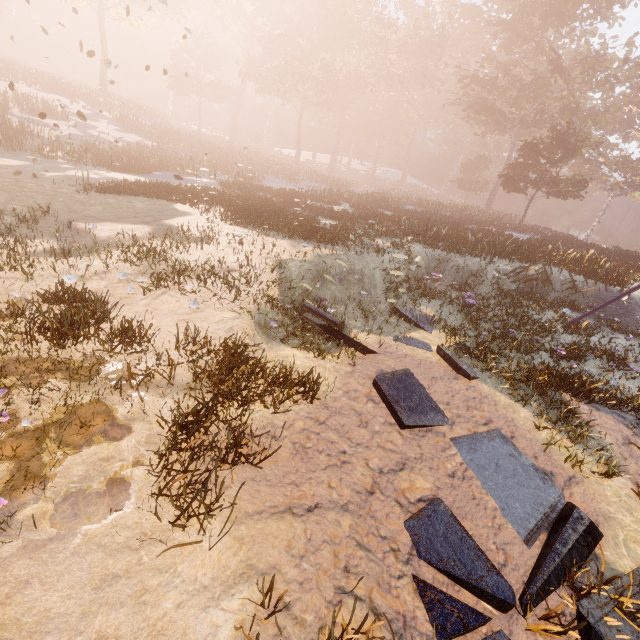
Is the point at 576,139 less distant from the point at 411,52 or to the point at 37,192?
the point at 411,52
